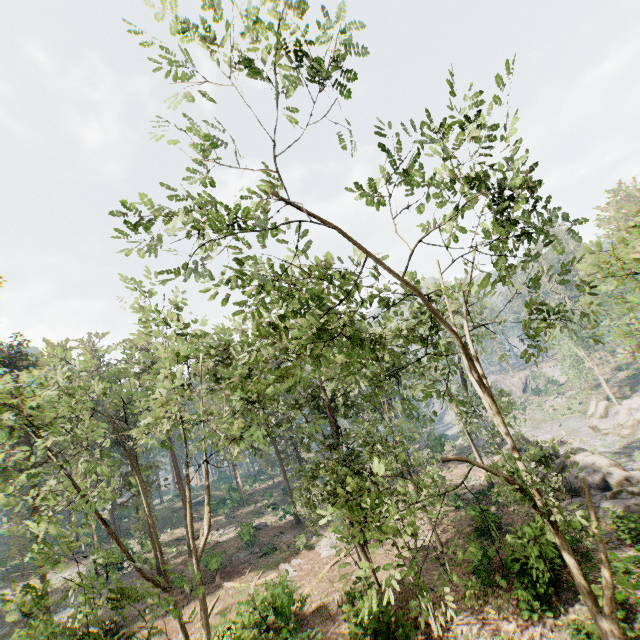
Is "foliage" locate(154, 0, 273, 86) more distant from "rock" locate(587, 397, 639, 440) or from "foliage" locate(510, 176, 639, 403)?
"rock" locate(587, 397, 639, 440)

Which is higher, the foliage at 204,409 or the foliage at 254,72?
the foliage at 254,72

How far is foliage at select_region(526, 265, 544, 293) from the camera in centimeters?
924cm

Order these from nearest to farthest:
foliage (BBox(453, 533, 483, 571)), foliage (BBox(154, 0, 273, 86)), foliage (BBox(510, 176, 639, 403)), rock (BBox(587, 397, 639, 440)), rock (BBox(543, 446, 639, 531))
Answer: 1. foliage (BBox(154, 0, 273, 86))
2. foliage (BBox(453, 533, 483, 571))
3. foliage (BBox(510, 176, 639, 403))
4. rock (BBox(543, 446, 639, 531))
5. rock (BBox(587, 397, 639, 440))

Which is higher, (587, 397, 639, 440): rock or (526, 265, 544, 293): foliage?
(526, 265, 544, 293): foliage

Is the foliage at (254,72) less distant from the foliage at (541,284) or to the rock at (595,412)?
the foliage at (541,284)

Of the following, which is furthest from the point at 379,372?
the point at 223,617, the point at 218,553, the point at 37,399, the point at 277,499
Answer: the point at 277,499
